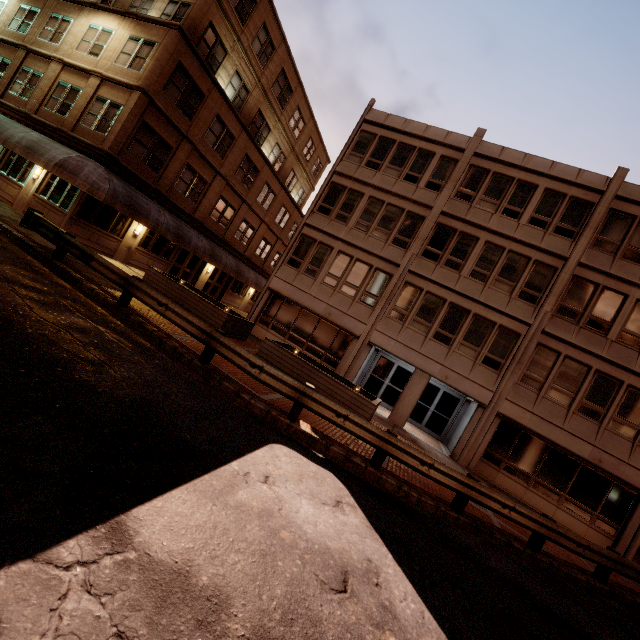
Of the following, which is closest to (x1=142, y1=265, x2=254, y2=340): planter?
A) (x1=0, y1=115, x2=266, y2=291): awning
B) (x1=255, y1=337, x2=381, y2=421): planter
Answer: (x1=255, y1=337, x2=381, y2=421): planter

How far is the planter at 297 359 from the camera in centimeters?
1144cm

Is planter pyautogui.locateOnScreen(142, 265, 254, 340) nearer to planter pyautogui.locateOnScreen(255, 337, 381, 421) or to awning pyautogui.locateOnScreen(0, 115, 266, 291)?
planter pyautogui.locateOnScreen(255, 337, 381, 421)

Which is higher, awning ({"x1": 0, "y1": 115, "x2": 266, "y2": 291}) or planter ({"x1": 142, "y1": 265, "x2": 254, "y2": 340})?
awning ({"x1": 0, "y1": 115, "x2": 266, "y2": 291})

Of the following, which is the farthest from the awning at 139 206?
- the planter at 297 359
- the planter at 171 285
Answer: the planter at 297 359

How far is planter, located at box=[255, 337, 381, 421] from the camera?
11.4m

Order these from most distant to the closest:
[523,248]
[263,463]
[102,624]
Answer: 1. [523,248]
2. [263,463]
3. [102,624]
